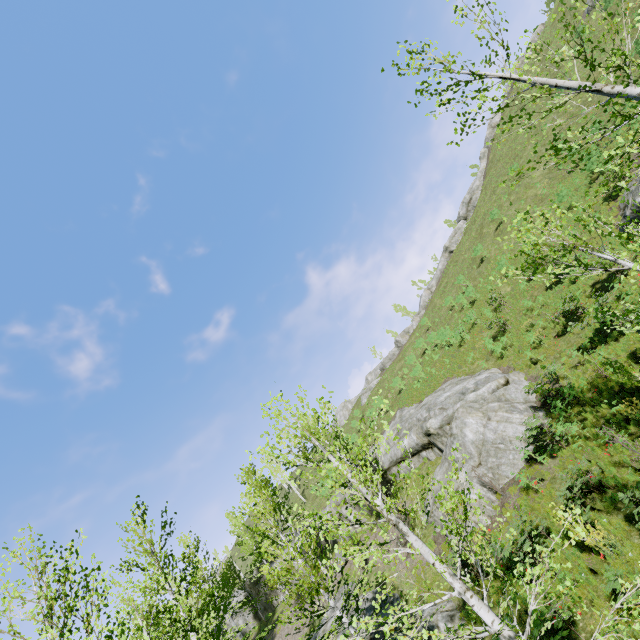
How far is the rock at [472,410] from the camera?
14.91m

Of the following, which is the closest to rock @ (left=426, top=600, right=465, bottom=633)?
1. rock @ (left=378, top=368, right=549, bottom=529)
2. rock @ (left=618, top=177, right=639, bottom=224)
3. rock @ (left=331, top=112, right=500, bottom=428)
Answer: rock @ (left=378, top=368, right=549, bottom=529)

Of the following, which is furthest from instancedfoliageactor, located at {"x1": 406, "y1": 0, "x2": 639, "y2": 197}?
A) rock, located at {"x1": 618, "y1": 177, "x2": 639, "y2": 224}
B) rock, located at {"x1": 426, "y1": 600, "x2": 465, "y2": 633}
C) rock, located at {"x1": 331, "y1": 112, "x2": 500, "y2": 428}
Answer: rock, located at {"x1": 331, "y1": 112, "x2": 500, "y2": 428}

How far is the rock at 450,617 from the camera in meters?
11.4 m

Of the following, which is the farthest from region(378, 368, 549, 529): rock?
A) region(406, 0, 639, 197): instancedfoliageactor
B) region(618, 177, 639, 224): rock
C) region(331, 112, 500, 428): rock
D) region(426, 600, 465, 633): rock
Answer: region(331, 112, 500, 428): rock

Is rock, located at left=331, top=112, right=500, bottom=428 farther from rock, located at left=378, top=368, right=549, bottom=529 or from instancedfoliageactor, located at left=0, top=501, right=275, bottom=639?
instancedfoliageactor, located at left=0, top=501, right=275, bottom=639

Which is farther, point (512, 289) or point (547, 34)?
point (547, 34)

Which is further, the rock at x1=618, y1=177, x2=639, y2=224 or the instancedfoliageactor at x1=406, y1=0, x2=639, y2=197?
the rock at x1=618, y1=177, x2=639, y2=224
